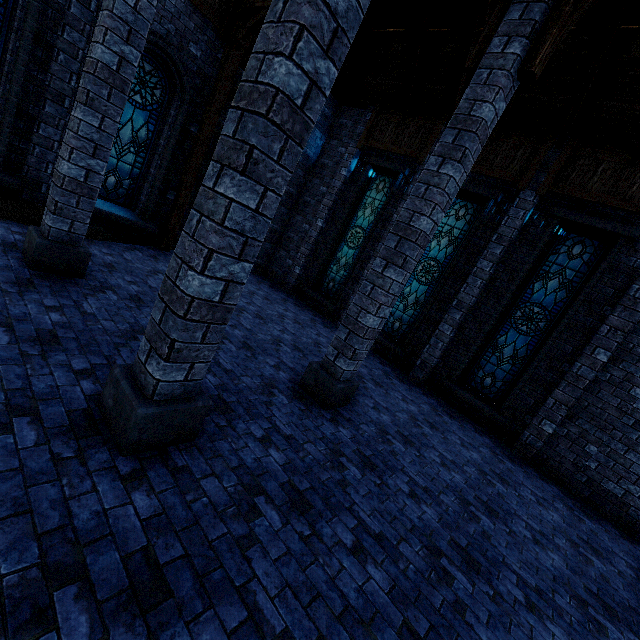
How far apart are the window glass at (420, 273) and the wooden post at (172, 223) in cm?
677

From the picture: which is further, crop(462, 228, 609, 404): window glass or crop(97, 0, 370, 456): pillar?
crop(462, 228, 609, 404): window glass

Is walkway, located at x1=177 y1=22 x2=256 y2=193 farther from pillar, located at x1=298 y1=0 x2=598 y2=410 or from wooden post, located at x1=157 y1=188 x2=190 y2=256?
pillar, located at x1=298 y1=0 x2=598 y2=410

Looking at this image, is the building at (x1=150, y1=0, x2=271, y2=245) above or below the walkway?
above

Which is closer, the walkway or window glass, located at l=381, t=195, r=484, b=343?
the walkway

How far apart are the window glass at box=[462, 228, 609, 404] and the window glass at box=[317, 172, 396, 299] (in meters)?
4.89

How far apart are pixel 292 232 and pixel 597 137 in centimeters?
922cm

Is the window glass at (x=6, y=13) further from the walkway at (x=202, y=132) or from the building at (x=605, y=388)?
the walkway at (x=202, y=132)
